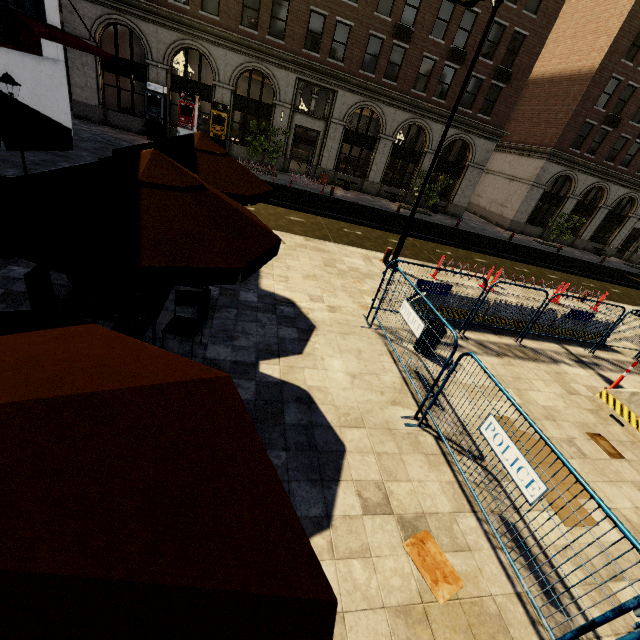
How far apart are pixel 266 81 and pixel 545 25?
31.9m

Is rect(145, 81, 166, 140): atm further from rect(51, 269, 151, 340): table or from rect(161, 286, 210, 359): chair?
rect(161, 286, 210, 359): chair

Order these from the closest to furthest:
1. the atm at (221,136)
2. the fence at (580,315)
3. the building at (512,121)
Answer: the fence at (580,315) < the atm at (221,136) < the building at (512,121)

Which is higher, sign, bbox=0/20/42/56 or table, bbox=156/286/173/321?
sign, bbox=0/20/42/56

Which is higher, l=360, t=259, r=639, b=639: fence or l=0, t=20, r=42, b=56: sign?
l=0, t=20, r=42, b=56: sign

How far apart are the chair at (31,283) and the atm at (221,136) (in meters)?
20.70

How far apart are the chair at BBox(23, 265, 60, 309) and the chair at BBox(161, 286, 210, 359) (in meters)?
1.12

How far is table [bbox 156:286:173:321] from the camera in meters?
4.5 m
